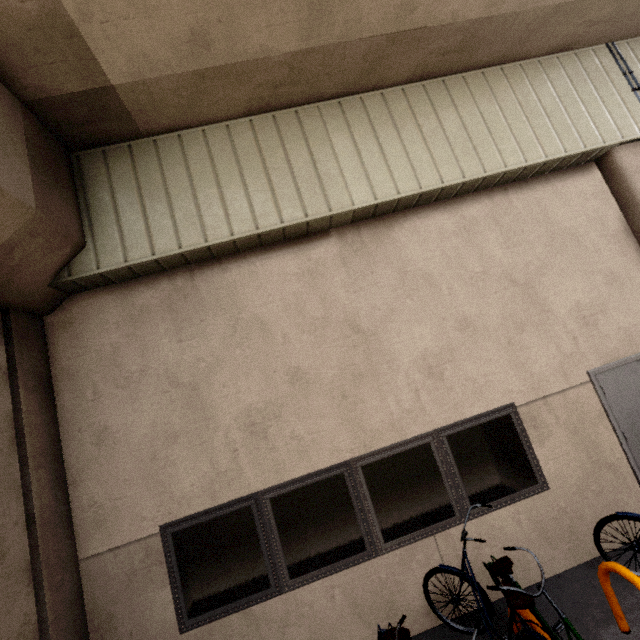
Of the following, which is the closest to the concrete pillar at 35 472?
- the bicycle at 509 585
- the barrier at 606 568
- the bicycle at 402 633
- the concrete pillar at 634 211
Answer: the bicycle at 402 633

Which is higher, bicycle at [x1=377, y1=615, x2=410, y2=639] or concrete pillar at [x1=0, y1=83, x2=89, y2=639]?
concrete pillar at [x1=0, y1=83, x2=89, y2=639]

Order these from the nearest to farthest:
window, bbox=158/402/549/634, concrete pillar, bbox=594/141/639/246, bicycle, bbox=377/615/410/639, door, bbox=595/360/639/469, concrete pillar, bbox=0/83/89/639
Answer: bicycle, bbox=377/615/410/639, concrete pillar, bbox=0/83/89/639, window, bbox=158/402/549/634, door, bbox=595/360/639/469, concrete pillar, bbox=594/141/639/246

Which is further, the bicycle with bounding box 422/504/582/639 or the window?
the window

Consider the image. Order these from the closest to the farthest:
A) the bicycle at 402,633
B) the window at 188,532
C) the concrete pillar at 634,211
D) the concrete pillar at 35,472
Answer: the bicycle at 402,633, the concrete pillar at 35,472, the window at 188,532, the concrete pillar at 634,211

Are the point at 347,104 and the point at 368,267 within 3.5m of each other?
yes

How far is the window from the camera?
3.74m

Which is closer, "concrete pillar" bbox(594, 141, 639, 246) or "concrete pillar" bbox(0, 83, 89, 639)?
"concrete pillar" bbox(0, 83, 89, 639)
